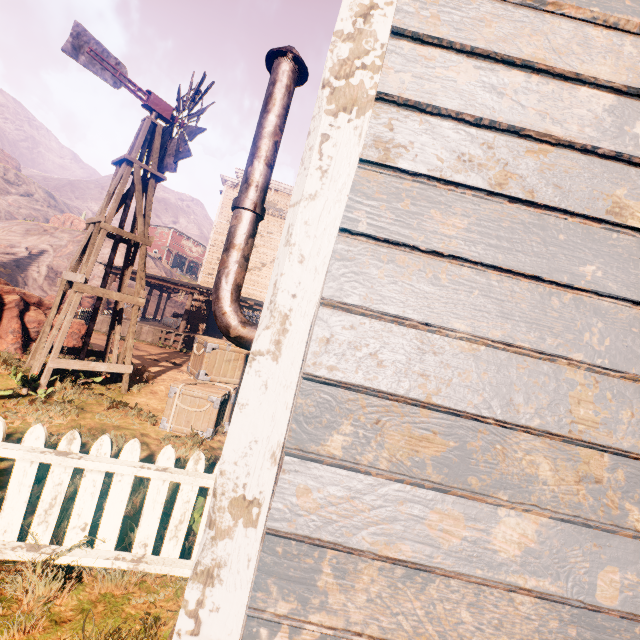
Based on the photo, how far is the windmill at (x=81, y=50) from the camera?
6.8 meters

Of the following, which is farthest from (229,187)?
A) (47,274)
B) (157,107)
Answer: (47,274)

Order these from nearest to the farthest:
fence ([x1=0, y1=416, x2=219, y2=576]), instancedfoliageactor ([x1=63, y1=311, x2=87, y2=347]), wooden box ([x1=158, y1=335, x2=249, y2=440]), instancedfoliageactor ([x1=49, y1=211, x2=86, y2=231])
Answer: fence ([x1=0, y1=416, x2=219, y2=576])
wooden box ([x1=158, y1=335, x2=249, y2=440])
instancedfoliageactor ([x1=63, y1=311, x2=87, y2=347])
instancedfoliageactor ([x1=49, y1=211, x2=86, y2=231])

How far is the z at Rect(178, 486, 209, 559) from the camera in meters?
2.9

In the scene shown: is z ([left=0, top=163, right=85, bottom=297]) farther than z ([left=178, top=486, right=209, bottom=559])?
Yes

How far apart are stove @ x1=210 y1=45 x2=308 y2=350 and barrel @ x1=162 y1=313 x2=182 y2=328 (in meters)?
20.86

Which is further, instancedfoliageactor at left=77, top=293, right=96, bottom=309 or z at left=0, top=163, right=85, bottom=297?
z at left=0, top=163, right=85, bottom=297

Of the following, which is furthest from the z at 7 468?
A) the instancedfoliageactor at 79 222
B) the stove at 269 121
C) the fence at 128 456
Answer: the stove at 269 121
